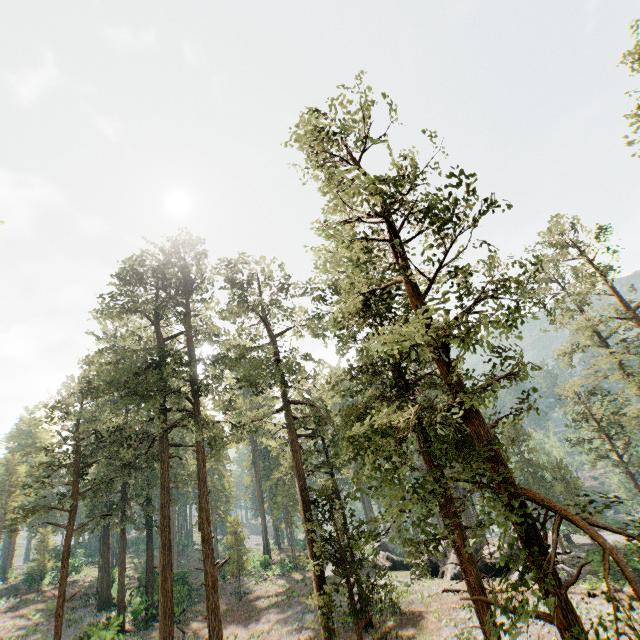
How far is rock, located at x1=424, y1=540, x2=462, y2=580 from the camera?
27.2 meters

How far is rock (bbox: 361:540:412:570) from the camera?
32.9m

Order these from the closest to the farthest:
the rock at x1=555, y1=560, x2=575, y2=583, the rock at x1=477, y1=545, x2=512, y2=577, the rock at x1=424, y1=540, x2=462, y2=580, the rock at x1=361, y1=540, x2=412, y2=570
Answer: the rock at x1=555, y1=560, x2=575, y2=583, the rock at x1=477, y1=545, x2=512, y2=577, the rock at x1=424, y1=540, x2=462, y2=580, the rock at x1=361, y1=540, x2=412, y2=570

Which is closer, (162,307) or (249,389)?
(162,307)

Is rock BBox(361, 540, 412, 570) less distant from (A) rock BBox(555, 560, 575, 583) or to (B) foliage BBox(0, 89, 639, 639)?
(A) rock BBox(555, 560, 575, 583)

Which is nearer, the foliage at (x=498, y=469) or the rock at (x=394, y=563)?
the foliage at (x=498, y=469)

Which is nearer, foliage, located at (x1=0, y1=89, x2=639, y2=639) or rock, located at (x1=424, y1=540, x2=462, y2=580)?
foliage, located at (x1=0, y1=89, x2=639, y2=639)

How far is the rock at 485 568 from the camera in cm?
2626
